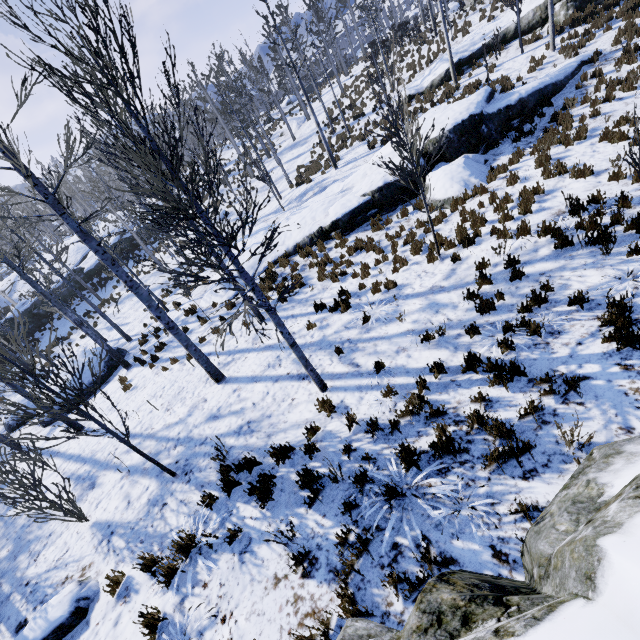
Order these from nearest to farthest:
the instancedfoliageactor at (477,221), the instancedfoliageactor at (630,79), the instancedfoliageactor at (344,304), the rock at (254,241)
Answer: the instancedfoliageactor at (477,221) → the instancedfoliageactor at (344,304) → the instancedfoliageactor at (630,79) → the rock at (254,241)

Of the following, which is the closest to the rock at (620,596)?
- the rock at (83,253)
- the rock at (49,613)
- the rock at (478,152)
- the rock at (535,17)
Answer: the rock at (49,613)

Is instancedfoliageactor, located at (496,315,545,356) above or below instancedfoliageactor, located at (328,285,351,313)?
above

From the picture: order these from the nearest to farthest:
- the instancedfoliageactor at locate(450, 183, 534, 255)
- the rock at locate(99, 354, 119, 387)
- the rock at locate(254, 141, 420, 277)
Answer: the instancedfoliageactor at locate(450, 183, 534, 255)
the rock at locate(254, 141, 420, 277)
the rock at locate(99, 354, 119, 387)

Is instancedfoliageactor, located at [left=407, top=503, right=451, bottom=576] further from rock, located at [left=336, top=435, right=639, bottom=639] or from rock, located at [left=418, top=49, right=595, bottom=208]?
rock, located at [left=418, top=49, right=595, bottom=208]

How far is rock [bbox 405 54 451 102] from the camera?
19.3 meters

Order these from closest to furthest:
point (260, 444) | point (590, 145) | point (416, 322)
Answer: point (260, 444) < point (416, 322) < point (590, 145)

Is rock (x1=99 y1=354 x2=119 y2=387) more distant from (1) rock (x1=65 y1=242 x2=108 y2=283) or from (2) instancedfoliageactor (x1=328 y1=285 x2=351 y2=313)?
(1) rock (x1=65 y1=242 x2=108 y2=283)
